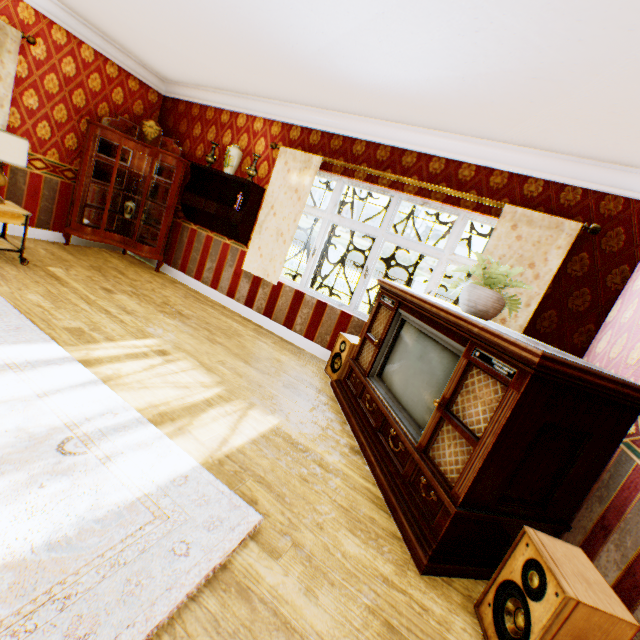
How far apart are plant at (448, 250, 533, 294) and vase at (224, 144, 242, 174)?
3.84m

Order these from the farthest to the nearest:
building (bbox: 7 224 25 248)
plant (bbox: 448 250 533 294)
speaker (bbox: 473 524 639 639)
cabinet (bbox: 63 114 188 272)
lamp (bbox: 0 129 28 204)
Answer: cabinet (bbox: 63 114 188 272), building (bbox: 7 224 25 248), lamp (bbox: 0 129 28 204), plant (bbox: 448 250 533 294), speaker (bbox: 473 524 639 639)

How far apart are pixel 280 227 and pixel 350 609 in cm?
435

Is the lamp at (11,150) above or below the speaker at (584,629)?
above

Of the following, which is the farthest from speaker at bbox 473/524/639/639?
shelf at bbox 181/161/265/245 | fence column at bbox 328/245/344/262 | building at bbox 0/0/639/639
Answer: fence column at bbox 328/245/344/262

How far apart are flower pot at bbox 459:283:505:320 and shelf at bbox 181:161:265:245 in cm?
340

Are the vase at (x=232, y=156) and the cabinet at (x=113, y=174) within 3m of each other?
yes

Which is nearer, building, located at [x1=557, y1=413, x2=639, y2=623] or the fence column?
building, located at [x1=557, y1=413, x2=639, y2=623]
